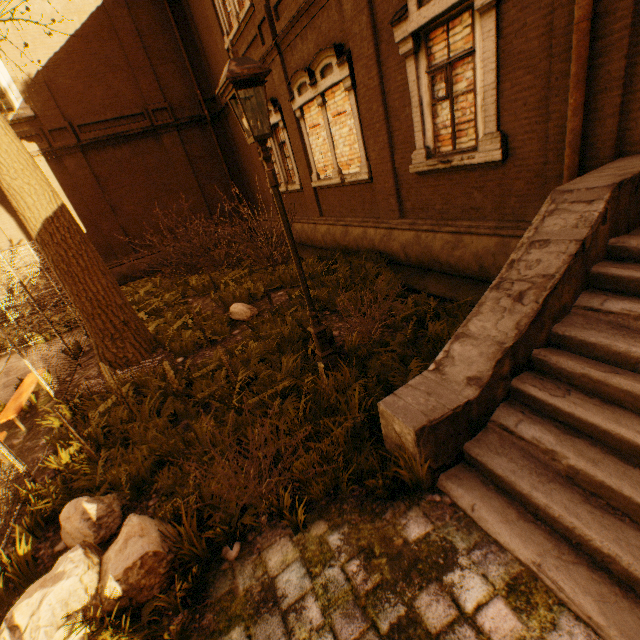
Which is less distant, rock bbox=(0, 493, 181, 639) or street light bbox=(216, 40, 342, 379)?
rock bbox=(0, 493, 181, 639)

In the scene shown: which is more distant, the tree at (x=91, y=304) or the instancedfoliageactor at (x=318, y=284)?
the instancedfoliageactor at (x=318, y=284)

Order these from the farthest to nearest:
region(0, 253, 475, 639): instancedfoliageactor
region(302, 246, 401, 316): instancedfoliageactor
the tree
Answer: region(302, 246, 401, 316): instancedfoliageactor < the tree < region(0, 253, 475, 639): instancedfoliageactor

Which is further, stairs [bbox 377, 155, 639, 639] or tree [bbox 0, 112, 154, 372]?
tree [bbox 0, 112, 154, 372]

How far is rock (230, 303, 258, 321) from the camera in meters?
7.6 m

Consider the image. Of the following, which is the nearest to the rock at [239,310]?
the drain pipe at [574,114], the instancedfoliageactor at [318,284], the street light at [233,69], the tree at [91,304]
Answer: the instancedfoliageactor at [318,284]

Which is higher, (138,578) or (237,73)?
(237,73)

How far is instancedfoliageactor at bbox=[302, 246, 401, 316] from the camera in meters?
6.6 m
